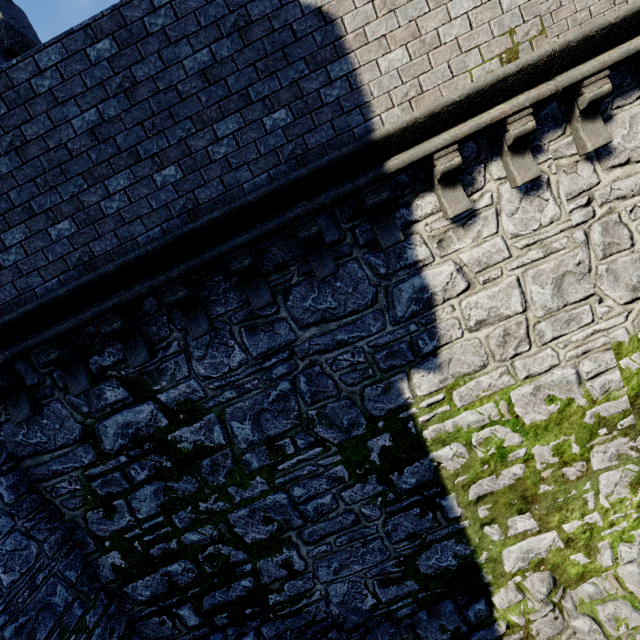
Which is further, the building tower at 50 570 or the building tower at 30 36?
the building tower at 30 36

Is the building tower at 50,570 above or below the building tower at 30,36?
below

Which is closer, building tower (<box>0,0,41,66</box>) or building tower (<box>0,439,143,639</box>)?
building tower (<box>0,439,143,639</box>)

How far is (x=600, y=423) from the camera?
5.2m

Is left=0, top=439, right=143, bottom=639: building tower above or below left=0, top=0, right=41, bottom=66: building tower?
below
